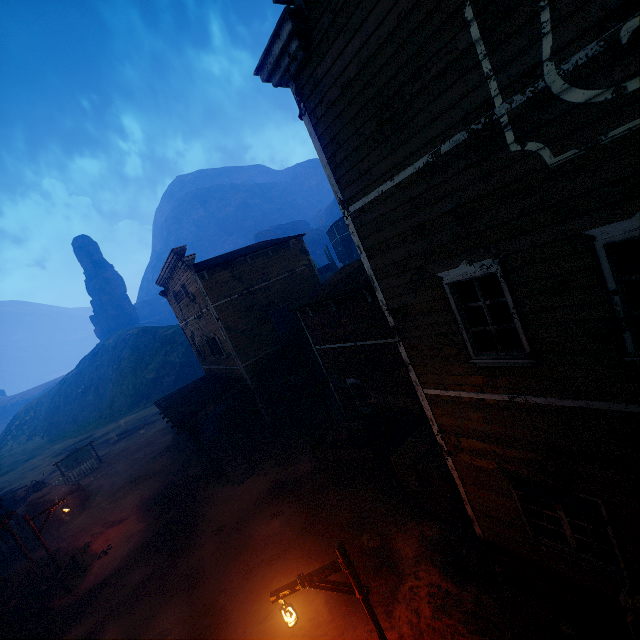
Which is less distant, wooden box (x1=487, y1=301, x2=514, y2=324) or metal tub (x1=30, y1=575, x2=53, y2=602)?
wooden box (x1=487, y1=301, x2=514, y2=324)

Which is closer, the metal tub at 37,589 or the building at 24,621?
the building at 24,621

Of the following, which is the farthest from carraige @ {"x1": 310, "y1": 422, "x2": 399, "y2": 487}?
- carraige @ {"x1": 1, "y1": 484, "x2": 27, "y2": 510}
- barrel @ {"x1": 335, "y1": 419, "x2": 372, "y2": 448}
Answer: carraige @ {"x1": 1, "y1": 484, "x2": 27, "y2": 510}

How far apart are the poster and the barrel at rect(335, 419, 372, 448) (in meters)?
1.19

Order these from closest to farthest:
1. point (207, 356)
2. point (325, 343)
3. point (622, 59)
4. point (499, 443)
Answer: point (622, 59) < point (499, 443) < point (325, 343) < point (207, 356)

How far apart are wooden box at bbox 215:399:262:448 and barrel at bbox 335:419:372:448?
7.49m

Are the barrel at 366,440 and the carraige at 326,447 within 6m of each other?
yes

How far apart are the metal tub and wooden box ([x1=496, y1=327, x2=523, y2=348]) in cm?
2113
